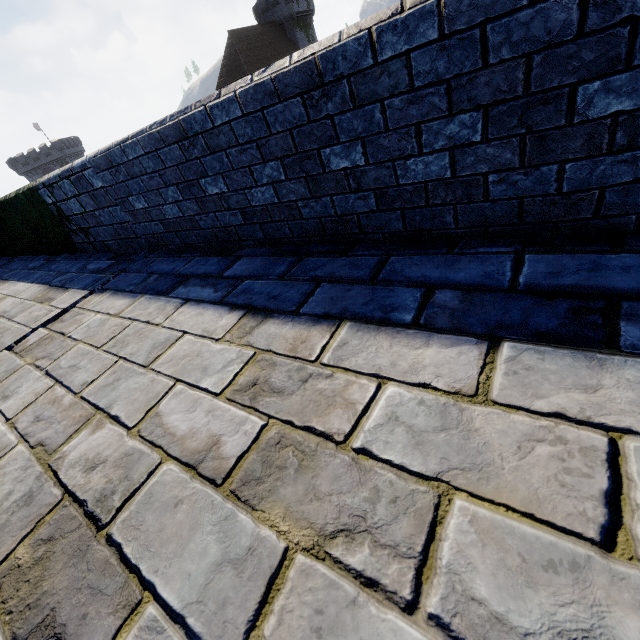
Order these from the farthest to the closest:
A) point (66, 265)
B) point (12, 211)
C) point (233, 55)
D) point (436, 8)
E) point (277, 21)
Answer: point (277, 21) < point (233, 55) < point (12, 211) < point (66, 265) < point (436, 8)
